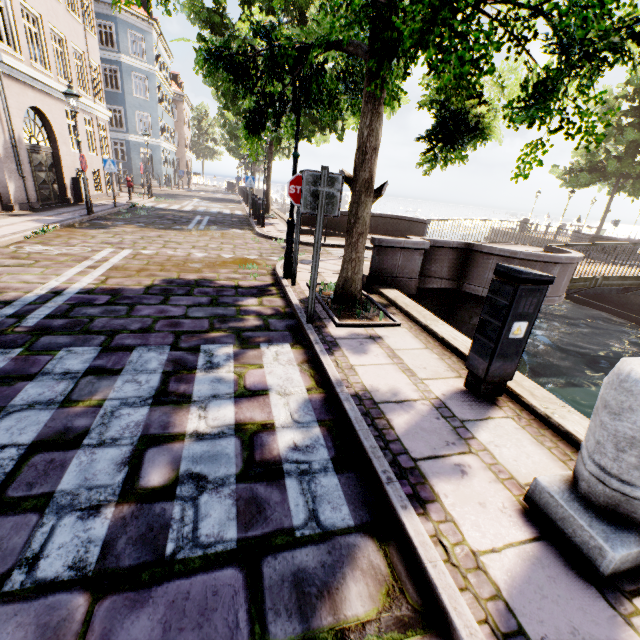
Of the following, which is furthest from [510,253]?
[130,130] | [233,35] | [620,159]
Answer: [130,130]

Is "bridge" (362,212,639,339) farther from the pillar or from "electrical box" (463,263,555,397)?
the pillar

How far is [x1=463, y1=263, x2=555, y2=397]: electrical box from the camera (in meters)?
2.77

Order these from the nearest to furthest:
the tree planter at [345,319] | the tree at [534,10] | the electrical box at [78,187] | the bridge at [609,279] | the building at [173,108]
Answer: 1. the tree at [534,10]
2. the tree planter at [345,319]
3. the bridge at [609,279]
4. the building at [173,108]
5. the electrical box at [78,187]

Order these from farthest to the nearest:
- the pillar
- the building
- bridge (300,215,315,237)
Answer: bridge (300,215,315,237), the building, the pillar

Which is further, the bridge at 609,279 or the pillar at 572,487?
the bridge at 609,279

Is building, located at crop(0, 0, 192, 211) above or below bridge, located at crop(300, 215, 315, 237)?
above

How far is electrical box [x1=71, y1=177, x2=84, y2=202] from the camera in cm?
1414
